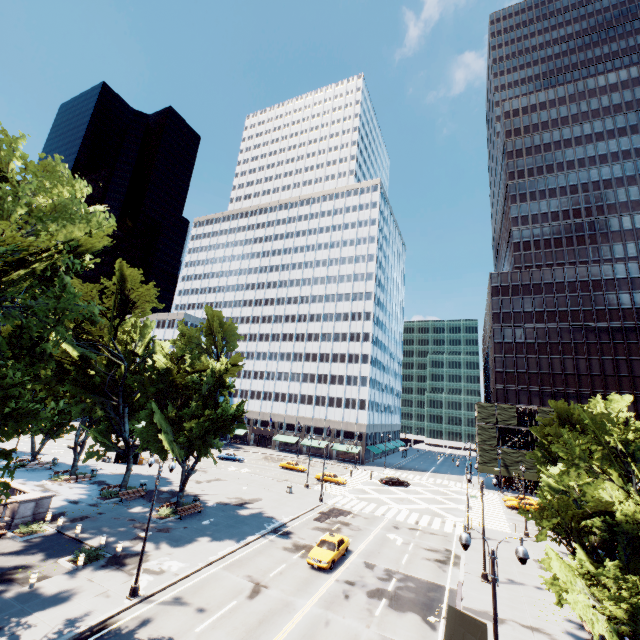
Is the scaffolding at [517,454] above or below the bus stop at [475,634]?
above

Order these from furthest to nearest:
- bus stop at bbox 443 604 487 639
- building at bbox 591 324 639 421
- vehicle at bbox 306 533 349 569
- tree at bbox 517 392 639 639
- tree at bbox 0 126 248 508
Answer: building at bbox 591 324 639 421 < vehicle at bbox 306 533 349 569 < tree at bbox 517 392 639 639 < tree at bbox 0 126 248 508 < bus stop at bbox 443 604 487 639

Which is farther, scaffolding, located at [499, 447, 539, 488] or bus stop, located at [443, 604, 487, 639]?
scaffolding, located at [499, 447, 539, 488]

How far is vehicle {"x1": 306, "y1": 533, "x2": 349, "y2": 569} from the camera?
23.6 meters

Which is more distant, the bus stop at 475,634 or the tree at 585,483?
the tree at 585,483

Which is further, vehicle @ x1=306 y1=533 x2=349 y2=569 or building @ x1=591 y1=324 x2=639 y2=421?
building @ x1=591 y1=324 x2=639 y2=421

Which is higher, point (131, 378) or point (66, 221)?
point (66, 221)

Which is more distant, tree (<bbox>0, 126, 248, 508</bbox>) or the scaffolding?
the scaffolding
